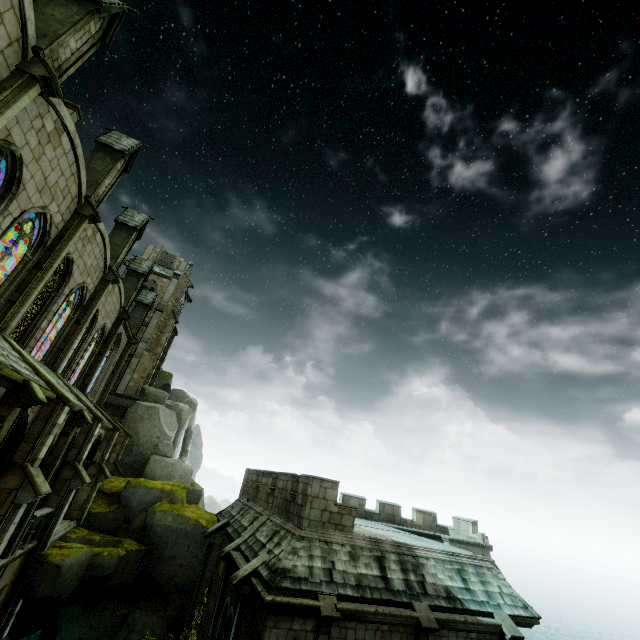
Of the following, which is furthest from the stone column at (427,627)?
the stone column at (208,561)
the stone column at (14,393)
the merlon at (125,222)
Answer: the merlon at (125,222)

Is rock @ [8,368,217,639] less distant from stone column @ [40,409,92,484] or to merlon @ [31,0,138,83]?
stone column @ [40,409,92,484]

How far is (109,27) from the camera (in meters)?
11.41

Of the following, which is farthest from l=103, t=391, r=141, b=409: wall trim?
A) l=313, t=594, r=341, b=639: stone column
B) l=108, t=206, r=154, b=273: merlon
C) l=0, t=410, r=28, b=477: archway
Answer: l=313, t=594, r=341, b=639: stone column

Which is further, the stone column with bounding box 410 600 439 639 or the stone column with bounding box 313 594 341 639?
the stone column with bounding box 410 600 439 639

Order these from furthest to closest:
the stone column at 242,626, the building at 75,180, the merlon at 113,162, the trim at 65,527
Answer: the trim at 65,527
the merlon at 113,162
the stone column at 242,626
the building at 75,180

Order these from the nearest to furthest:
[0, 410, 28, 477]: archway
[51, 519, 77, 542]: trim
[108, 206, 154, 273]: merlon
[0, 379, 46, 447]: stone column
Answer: [0, 379, 46, 447]: stone column → [0, 410, 28, 477]: archway → [51, 519, 77, 542]: trim → [108, 206, 154, 273]: merlon

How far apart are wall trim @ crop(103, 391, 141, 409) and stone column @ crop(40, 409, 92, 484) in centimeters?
1693cm
